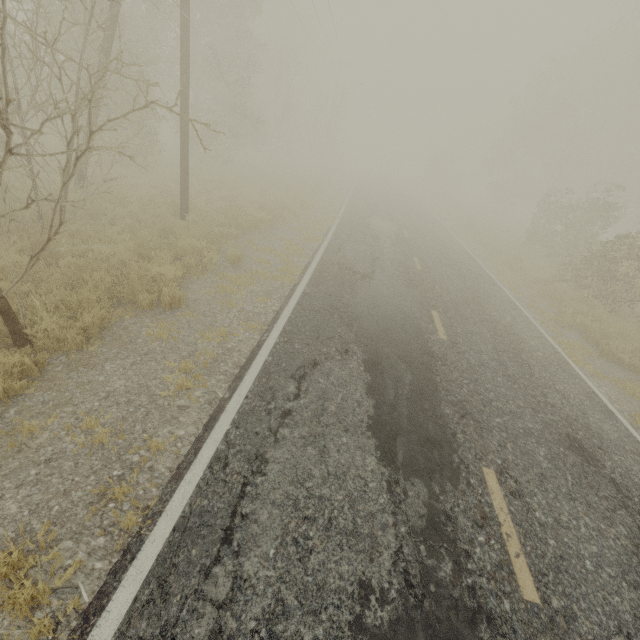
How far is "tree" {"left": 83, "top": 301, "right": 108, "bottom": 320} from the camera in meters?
5.0 m

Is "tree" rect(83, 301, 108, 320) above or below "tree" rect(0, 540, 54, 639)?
above

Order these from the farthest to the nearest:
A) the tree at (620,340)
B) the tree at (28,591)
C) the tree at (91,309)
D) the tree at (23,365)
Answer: the tree at (620,340), the tree at (91,309), the tree at (23,365), the tree at (28,591)

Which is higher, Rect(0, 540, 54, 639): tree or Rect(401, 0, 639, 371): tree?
Rect(401, 0, 639, 371): tree

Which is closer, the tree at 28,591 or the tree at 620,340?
the tree at 28,591

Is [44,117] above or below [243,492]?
above

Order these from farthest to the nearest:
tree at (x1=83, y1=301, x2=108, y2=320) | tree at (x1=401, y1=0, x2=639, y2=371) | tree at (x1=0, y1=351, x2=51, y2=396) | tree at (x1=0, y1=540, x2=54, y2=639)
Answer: tree at (x1=401, y1=0, x2=639, y2=371) < tree at (x1=83, y1=301, x2=108, y2=320) < tree at (x1=0, y1=351, x2=51, y2=396) < tree at (x1=0, y1=540, x2=54, y2=639)
